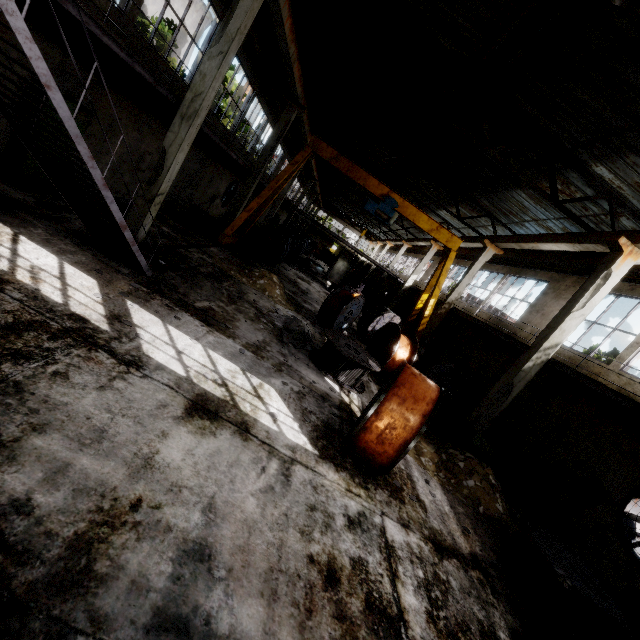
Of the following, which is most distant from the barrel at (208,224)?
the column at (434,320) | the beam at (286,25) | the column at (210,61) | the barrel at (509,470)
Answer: the barrel at (509,470)

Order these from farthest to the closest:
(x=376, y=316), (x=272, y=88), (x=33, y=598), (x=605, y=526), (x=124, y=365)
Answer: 1. (x=272, y=88)
2. (x=376, y=316)
3. (x=605, y=526)
4. (x=124, y=365)
5. (x=33, y=598)

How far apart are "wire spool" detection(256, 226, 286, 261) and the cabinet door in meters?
12.8

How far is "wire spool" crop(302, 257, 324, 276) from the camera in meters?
29.1

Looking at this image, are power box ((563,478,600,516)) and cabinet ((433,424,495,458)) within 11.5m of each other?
yes

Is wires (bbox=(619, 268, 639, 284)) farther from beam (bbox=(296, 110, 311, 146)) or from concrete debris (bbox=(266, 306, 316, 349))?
beam (bbox=(296, 110, 311, 146))

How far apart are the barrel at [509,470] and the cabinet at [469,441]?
1.96m

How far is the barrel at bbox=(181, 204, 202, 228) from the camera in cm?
1515
